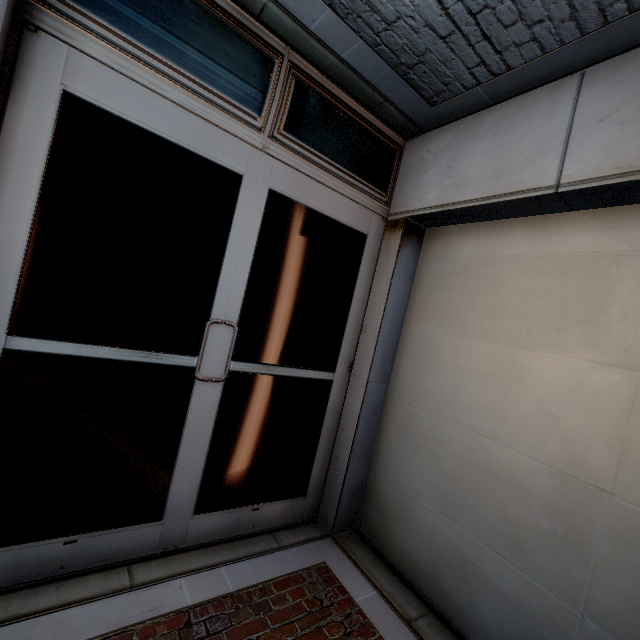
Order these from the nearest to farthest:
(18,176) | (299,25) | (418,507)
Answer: (18,176)
(299,25)
(418,507)
